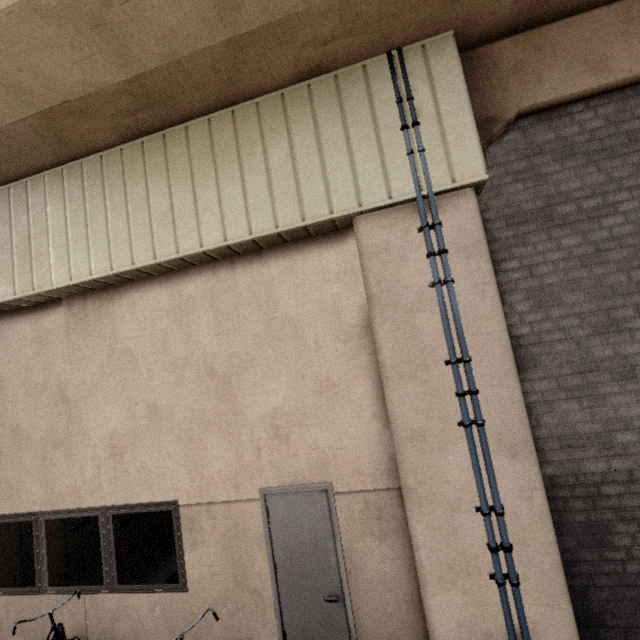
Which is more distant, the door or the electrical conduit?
the door

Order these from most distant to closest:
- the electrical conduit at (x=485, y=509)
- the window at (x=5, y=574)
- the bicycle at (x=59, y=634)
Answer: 1. the window at (x=5, y=574)
2. the bicycle at (x=59, y=634)
3. the electrical conduit at (x=485, y=509)

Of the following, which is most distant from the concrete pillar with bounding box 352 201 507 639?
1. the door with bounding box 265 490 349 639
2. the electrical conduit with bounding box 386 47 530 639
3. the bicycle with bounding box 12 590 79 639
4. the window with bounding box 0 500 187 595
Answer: the bicycle with bounding box 12 590 79 639

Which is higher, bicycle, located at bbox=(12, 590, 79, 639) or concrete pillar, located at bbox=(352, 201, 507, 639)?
concrete pillar, located at bbox=(352, 201, 507, 639)

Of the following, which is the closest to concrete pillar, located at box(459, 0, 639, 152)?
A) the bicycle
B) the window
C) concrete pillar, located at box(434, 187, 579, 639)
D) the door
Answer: concrete pillar, located at box(434, 187, 579, 639)

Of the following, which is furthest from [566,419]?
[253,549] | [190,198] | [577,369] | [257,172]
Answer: [190,198]

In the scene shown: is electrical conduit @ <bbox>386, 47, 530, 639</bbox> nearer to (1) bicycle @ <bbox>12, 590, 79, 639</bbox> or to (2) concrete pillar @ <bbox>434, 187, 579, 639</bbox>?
(2) concrete pillar @ <bbox>434, 187, 579, 639</bbox>

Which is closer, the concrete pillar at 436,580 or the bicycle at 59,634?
the concrete pillar at 436,580
